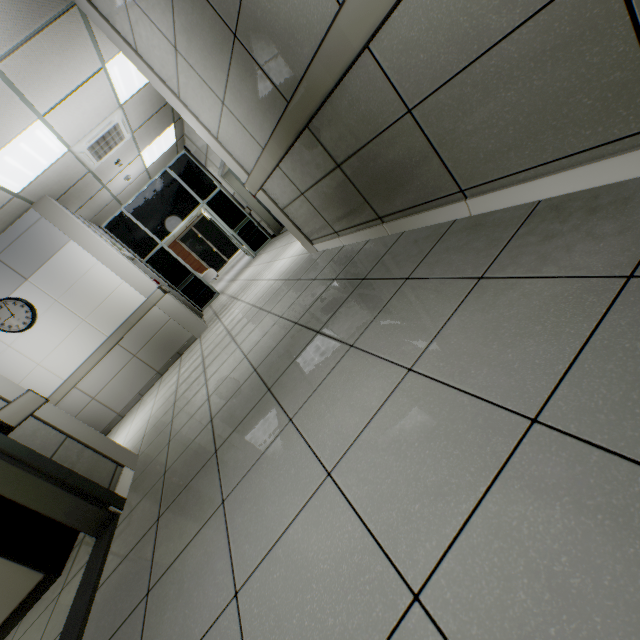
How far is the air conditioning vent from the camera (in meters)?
4.82

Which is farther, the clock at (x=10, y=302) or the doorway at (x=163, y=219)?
the doorway at (x=163, y=219)

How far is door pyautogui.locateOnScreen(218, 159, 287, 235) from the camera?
8.3m

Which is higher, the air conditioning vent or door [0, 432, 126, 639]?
the air conditioning vent

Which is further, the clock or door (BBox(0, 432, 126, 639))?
the clock

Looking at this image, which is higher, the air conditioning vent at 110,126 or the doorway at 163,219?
the air conditioning vent at 110,126

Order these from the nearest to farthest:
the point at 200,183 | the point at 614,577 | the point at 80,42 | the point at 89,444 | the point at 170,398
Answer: the point at 614,577
the point at 89,444
the point at 80,42
the point at 170,398
the point at 200,183

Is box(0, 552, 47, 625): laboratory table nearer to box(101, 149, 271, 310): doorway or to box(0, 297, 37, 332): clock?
box(0, 297, 37, 332): clock
